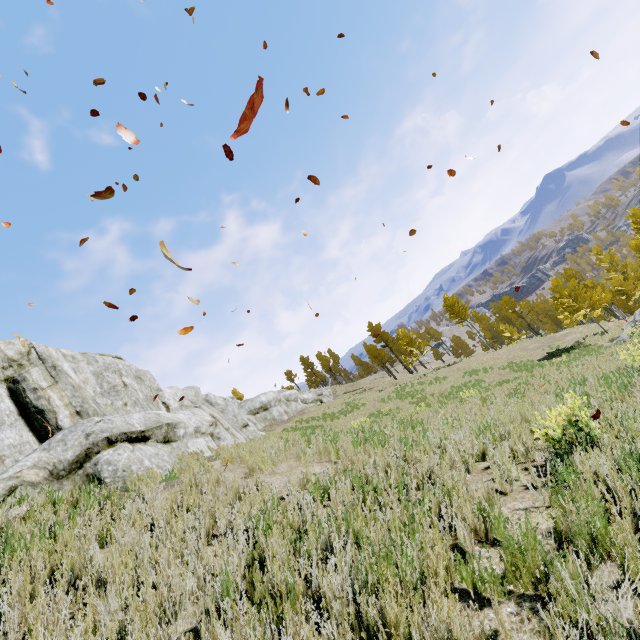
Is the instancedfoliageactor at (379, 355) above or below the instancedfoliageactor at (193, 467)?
above

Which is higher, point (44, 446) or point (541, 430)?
point (44, 446)

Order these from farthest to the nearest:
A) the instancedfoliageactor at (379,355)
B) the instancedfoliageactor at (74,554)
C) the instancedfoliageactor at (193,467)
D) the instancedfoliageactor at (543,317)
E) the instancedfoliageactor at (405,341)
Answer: the instancedfoliageactor at (379,355)
the instancedfoliageactor at (405,341)
the instancedfoliageactor at (543,317)
the instancedfoliageactor at (193,467)
the instancedfoliageactor at (74,554)

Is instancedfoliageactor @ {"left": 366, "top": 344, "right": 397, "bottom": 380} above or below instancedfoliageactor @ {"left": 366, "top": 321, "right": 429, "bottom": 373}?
above

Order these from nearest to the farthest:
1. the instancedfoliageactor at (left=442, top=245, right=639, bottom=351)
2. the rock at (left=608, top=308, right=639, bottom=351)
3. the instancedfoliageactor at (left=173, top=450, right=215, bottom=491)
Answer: the instancedfoliageactor at (left=173, top=450, right=215, bottom=491) → the rock at (left=608, top=308, right=639, bottom=351) → the instancedfoliageactor at (left=442, top=245, right=639, bottom=351)

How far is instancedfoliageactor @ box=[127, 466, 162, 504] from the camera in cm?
502

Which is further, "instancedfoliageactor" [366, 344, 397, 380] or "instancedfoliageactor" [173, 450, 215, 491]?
"instancedfoliageactor" [366, 344, 397, 380]
